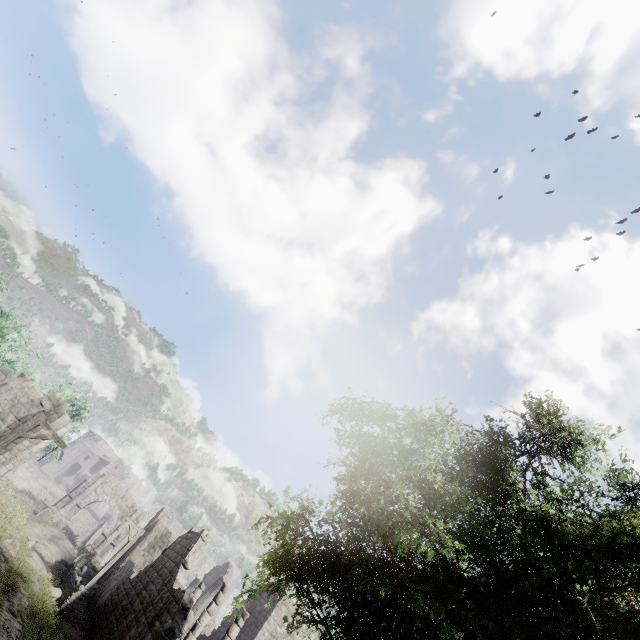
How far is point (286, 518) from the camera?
5.9m

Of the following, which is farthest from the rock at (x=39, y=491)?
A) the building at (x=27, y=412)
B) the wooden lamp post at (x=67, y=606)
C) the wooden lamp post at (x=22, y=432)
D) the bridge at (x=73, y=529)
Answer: the wooden lamp post at (x=22, y=432)

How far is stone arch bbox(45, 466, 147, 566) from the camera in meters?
33.8

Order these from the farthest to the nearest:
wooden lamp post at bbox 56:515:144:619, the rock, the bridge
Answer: the rock < the bridge < wooden lamp post at bbox 56:515:144:619

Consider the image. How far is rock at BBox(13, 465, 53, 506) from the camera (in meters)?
51.38

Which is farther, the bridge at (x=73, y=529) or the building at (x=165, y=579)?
the bridge at (x=73, y=529)

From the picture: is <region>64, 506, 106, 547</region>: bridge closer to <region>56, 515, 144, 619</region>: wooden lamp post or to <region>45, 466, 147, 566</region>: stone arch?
<region>45, 466, 147, 566</region>: stone arch

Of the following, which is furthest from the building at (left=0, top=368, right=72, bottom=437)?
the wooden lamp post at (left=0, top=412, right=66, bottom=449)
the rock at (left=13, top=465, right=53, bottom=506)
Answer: the rock at (left=13, top=465, right=53, bottom=506)
